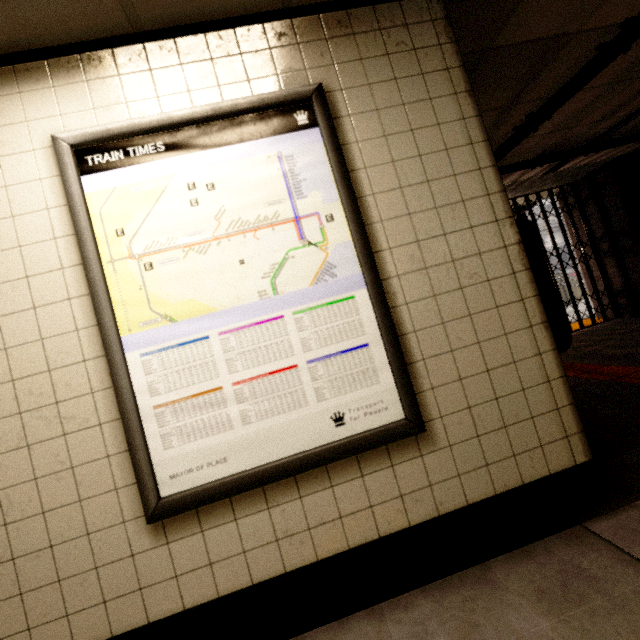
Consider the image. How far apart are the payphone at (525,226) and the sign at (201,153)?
0.8 meters

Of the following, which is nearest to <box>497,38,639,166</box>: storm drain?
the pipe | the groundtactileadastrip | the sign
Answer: the pipe

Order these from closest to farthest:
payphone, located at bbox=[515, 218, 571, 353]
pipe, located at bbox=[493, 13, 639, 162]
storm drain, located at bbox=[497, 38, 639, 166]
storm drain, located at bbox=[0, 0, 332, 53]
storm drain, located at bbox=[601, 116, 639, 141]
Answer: storm drain, located at bbox=[0, 0, 332, 53], payphone, located at bbox=[515, 218, 571, 353], pipe, located at bbox=[493, 13, 639, 162], storm drain, located at bbox=[497, 38, 639, 166], storm drain, located at bbox=[601, 116, 639, 141]

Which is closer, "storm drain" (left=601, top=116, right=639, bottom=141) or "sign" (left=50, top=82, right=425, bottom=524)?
"sign" (left=50, top=82, right=425, bottom=524)

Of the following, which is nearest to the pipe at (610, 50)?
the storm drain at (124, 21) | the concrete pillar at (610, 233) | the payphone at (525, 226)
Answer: the storm drain at (124, 21)

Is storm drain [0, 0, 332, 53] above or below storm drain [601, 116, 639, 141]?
below

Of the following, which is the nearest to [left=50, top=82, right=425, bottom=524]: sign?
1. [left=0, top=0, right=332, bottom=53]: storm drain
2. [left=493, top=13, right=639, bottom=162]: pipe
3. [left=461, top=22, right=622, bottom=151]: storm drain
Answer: [left=0, top=0, right=332, bottom=53]: storm drain

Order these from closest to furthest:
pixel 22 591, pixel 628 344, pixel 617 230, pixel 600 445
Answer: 1. pixel 22 591
2. pixel 600 445
3. pixel 628 344
4. pixel 617 230
